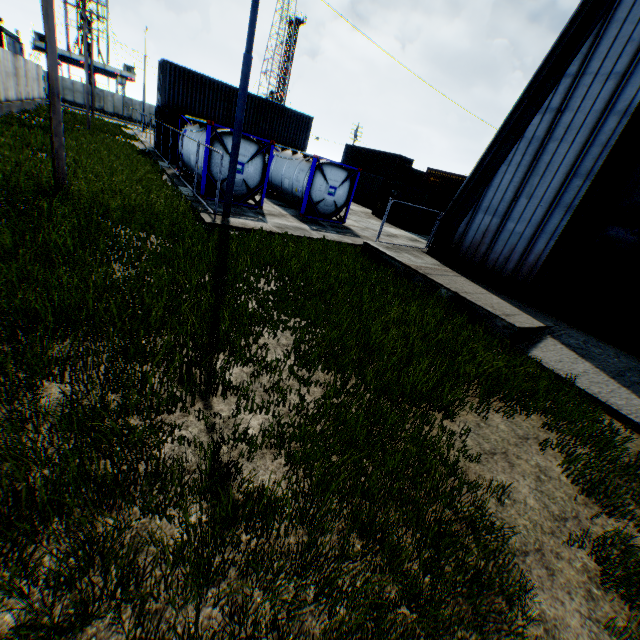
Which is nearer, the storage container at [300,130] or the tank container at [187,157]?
the tank container at [187,157]

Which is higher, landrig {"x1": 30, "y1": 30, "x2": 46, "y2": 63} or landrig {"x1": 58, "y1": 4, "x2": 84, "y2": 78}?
landrig {"x1": 30, "y1": 30, "x2": 46, "y2": 63}

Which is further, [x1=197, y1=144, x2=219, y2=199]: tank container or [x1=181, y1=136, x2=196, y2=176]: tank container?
[x1=181, y1=136, x2=196, y2=176]: tank container

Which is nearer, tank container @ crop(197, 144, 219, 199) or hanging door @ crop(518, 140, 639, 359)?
hanging door @ crop(518, 140, 639, 359)

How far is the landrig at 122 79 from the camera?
53.1m

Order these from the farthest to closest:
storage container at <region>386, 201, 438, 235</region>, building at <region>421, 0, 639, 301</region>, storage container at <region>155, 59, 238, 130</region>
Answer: storage container at <region>386, 201, 438, 235</region> < storage container at <region>155, 59, 238, 130</region> < building at <region>421, 0, 639, 301</region>

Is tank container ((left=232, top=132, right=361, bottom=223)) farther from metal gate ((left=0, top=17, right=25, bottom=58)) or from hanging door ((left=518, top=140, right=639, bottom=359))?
metal gate ((left=0, top=17, right=25, bottom=58))

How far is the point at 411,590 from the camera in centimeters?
262cm
